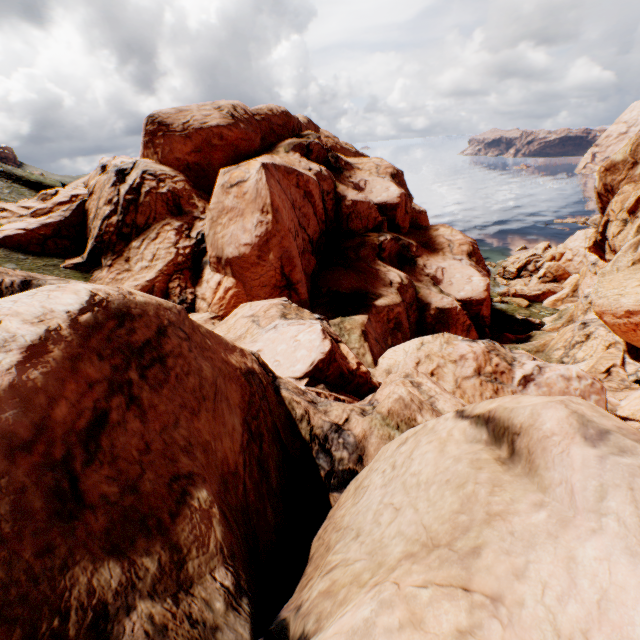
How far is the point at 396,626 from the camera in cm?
99
